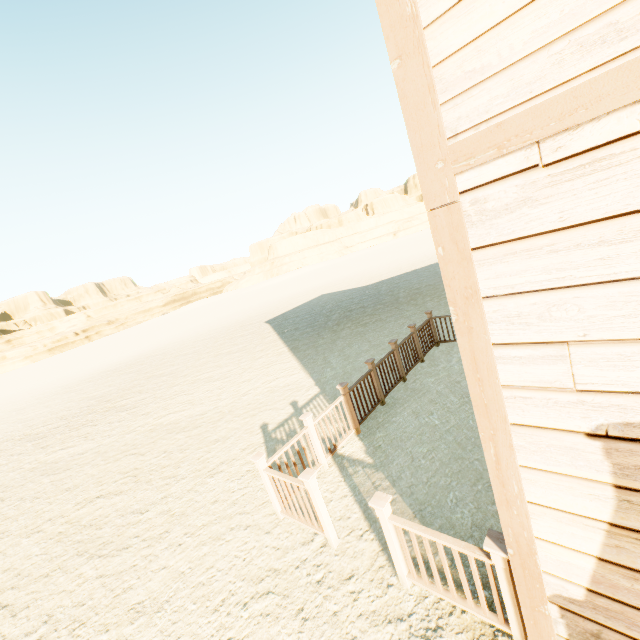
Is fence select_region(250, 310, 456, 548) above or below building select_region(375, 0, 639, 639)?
below

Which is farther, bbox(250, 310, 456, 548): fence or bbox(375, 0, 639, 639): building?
bbox(250, 310, 456, 548): fence

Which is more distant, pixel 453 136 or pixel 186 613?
pixel 186 613

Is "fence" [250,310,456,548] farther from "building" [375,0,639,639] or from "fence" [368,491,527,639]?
"fence" [368,491,527,639]

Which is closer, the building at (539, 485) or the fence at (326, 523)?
the building at (539, 485)

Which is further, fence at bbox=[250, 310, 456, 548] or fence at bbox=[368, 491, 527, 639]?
fence at bbox=[250, 310, 456, 548]

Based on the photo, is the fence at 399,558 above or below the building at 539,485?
below
